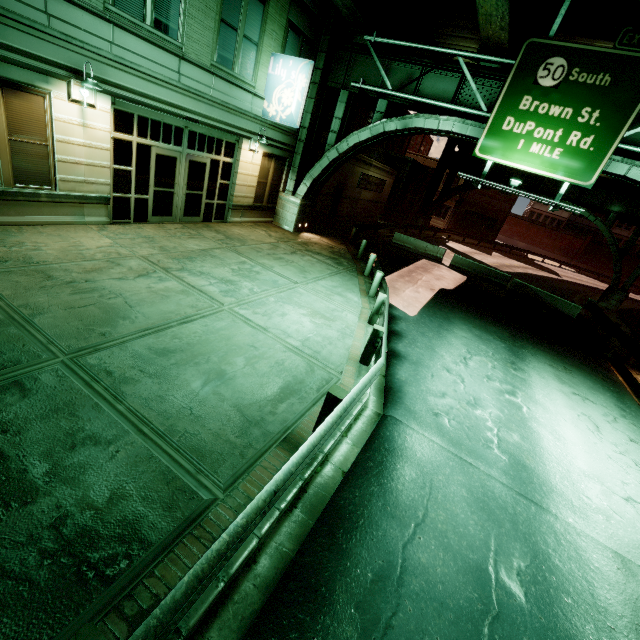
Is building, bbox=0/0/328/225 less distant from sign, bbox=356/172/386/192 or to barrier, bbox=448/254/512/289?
sign, bbox=356/172/386/192

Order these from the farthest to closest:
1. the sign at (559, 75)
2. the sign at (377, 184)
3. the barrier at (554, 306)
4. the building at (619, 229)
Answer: the building at (619, 229), the sign at (377, 184), the barrier at (554, 306), the sign at (559, 75)

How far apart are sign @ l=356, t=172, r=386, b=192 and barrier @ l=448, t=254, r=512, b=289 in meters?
9.1 m

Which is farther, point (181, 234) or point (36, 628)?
point (181, 234)

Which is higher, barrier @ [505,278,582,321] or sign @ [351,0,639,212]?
sign @ [351,0,639,212]

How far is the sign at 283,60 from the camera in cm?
1252

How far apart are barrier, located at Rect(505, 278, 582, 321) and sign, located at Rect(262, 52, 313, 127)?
16.47m

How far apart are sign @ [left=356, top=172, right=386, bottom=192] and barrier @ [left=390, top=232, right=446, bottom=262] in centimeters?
489cm
